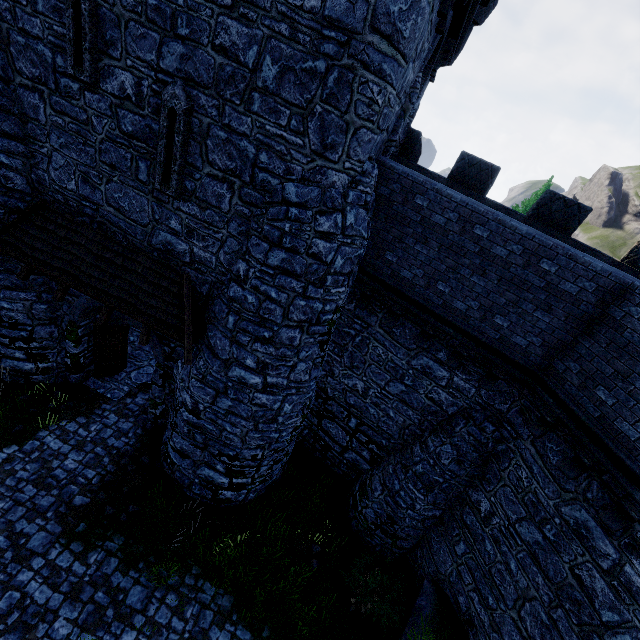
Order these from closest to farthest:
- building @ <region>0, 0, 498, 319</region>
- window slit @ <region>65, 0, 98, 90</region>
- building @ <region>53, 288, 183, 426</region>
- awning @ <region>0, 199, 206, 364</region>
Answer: building @ <region>0, 0, 498, 319</region>
window slit @ <region>65, 0, 98, 90</region>
awning @ <region>0, 199, 206, 364</region>
building @ <region>53, 288, 183, 426</region>

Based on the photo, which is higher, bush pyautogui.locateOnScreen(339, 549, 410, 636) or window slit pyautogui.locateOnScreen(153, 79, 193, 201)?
window slit pyautogui.locateOnScreen(153, 79, 193, 201)

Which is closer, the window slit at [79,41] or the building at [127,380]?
the window slit at [79,41]

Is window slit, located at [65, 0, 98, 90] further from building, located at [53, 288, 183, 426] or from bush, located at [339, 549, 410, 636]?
bush, located at [339, 549, 410, 636]

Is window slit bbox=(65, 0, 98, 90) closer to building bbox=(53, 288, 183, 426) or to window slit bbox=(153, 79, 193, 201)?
building bbox=(53, 288, 183, 426)

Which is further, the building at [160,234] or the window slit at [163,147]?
the window slit at [163,147]

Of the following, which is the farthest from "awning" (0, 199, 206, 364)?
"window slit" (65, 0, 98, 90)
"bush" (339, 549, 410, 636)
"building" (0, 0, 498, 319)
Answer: "bush" (339, 549, 410, 636)

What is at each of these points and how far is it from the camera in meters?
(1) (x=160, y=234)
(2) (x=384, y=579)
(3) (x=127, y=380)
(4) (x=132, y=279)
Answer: (1) building, 7.8 m
(2) bush, 9.6 m
(3) building, 12.4 m
(4) awning, 8.0 m
